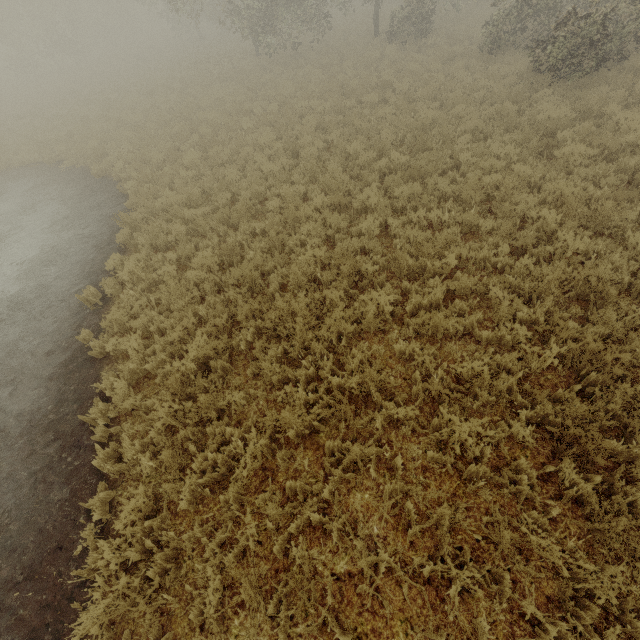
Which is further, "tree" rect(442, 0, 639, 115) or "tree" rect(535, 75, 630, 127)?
"tree" rect(442, 0, 639, 115)

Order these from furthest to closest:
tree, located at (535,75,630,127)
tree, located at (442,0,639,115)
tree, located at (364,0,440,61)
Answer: tree, located at (364,0,440,61), tree, located at (442,0,639,115), tree, located at (535,75,630,127)

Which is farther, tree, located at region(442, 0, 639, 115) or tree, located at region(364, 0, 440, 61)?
tree, located at region(364, 0, 440, 61)

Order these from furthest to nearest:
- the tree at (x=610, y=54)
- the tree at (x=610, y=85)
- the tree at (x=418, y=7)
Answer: the tree at (x=418, y=7) < the tree at (x=610, y=54) < the tree at (x=610, y=85)

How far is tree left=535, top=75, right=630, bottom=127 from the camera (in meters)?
9.20

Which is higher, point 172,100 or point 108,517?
point 172,100

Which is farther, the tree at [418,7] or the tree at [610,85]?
the tree at [418,7]
